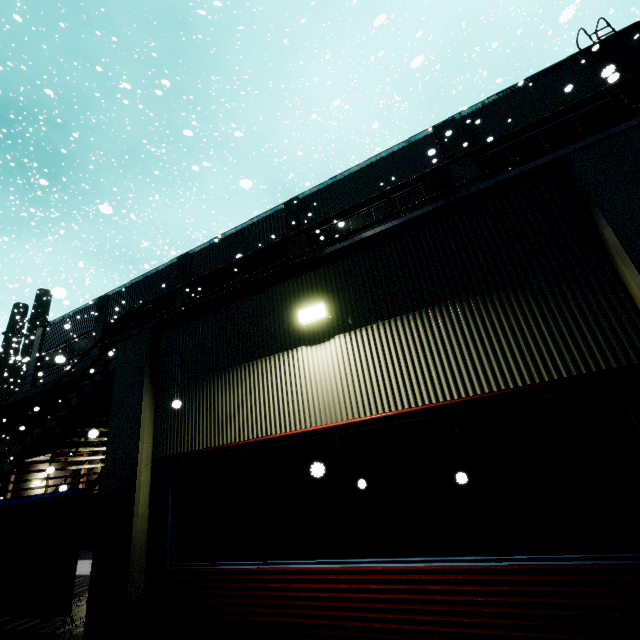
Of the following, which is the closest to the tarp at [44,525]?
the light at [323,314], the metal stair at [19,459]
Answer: the metal stair at [19,459]

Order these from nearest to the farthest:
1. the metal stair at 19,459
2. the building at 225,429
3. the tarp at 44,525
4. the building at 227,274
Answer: the building at 225,429, the tarp at 44,525, the metal stair at 19,459, the building at 227,274

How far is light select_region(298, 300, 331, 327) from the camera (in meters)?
4.70

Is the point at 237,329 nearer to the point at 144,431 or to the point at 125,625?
the point at 144,431

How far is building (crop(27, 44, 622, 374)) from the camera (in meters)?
12.41

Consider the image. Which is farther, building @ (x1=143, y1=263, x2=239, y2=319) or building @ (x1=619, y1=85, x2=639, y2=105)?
building @ (x1=143, y1=263, x2=239, y2=319)

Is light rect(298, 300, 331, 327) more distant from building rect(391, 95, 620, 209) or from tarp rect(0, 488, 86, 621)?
tarp rect(0, 488, 86, 621)
